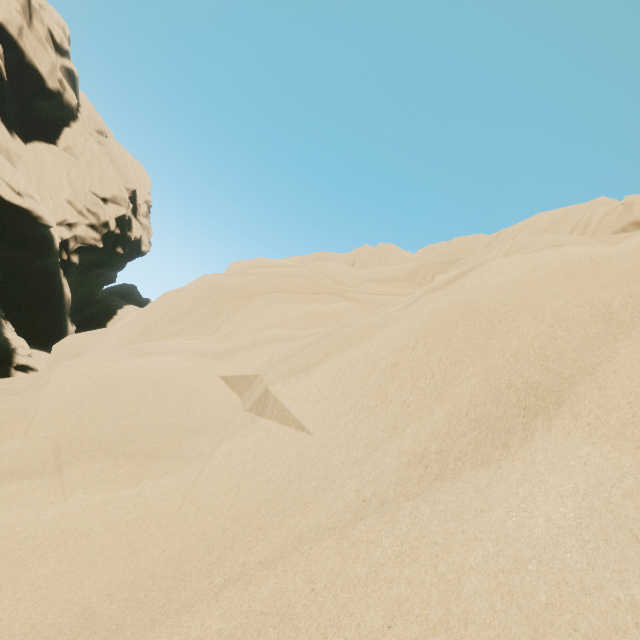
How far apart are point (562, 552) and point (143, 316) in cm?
699
